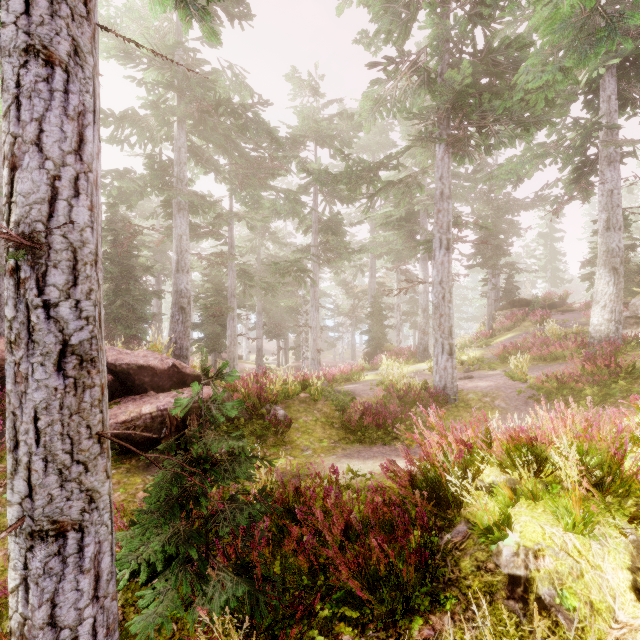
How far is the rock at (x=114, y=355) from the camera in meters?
8.0

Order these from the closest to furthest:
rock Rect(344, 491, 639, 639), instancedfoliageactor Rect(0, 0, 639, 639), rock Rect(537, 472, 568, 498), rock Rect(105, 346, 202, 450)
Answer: instancedfoliageactor Rect(0, 0, 639, 639)
rock Rect(344, 491, 639, 639)
rock Rect(537, 472, 568, 498)
rock Rect(105, 346, 202, 450)

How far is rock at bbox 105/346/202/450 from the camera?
8.0 meters

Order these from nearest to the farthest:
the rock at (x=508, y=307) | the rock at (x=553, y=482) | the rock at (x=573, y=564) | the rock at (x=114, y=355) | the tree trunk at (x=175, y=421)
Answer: the rock at (x=573, y=564), the rock at (x=553, y=482), the tree trunk at (x=175, y=421), the rock at (x=114, y=355), the rock at (x=508, y=307)

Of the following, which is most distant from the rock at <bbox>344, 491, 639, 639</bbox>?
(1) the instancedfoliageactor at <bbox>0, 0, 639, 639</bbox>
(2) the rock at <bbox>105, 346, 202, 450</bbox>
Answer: (2) the rock at <bbox>105, 346, 202, 450</bbox>

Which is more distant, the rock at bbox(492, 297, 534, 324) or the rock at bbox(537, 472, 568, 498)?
the rock at bbox(492, 297, 534, 324)

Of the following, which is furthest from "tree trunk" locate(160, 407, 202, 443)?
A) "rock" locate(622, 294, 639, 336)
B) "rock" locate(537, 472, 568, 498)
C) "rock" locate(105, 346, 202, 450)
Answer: "rock" locate(622, 294, 639, 336)

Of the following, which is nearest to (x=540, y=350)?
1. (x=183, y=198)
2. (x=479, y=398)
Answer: (x=479, y=398)
